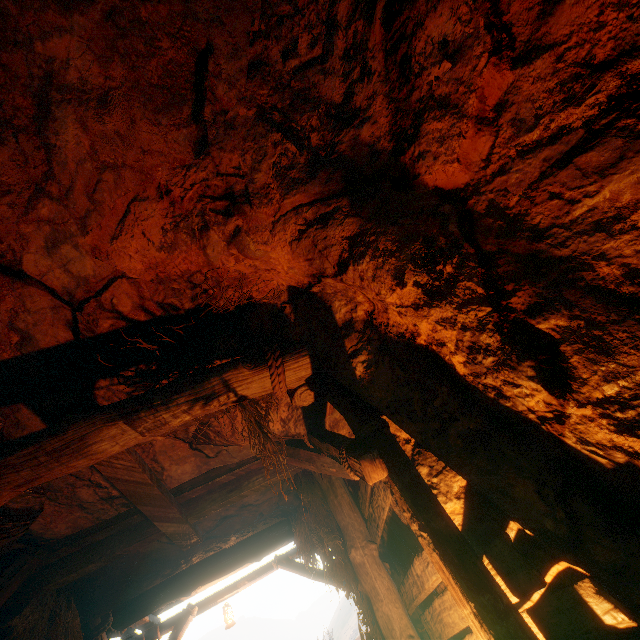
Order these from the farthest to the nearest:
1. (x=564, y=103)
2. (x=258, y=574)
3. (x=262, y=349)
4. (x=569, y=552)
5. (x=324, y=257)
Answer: (x=258, y=574)
(x=262, y=349)
(x=324, y=257)
(x=569, y=552)
(x=564, y=103)
